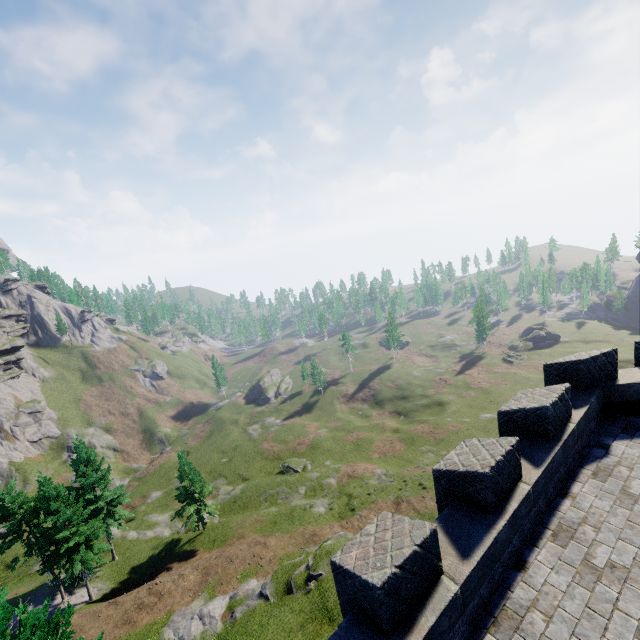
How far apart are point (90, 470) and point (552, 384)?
42.7 meters
